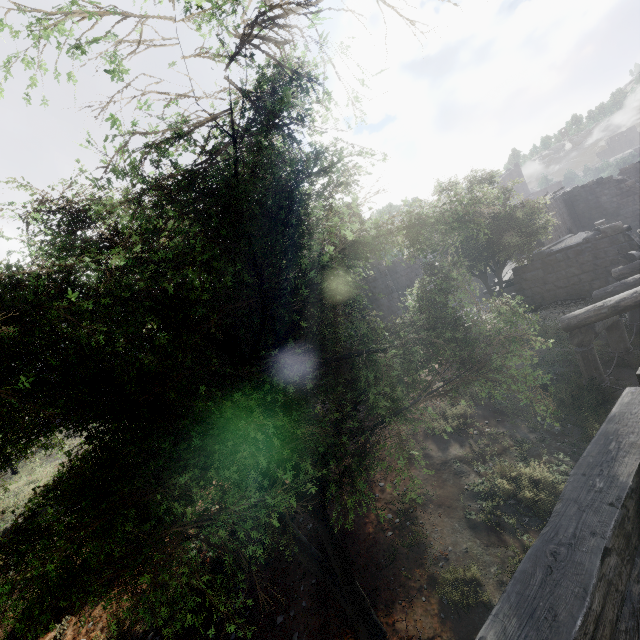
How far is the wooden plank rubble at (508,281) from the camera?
18.75m

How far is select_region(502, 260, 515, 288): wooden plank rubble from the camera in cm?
1875

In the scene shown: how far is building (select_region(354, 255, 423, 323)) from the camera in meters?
20.5 m

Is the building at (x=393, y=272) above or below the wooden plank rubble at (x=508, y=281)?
above

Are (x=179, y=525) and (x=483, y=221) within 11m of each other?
no

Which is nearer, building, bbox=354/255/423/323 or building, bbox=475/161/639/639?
building, bbox=475/161/639/639

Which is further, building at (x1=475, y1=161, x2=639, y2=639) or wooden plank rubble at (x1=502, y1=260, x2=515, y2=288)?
wooden plank rubble at (x1=502, y1=260, x2=515, y2=288)
